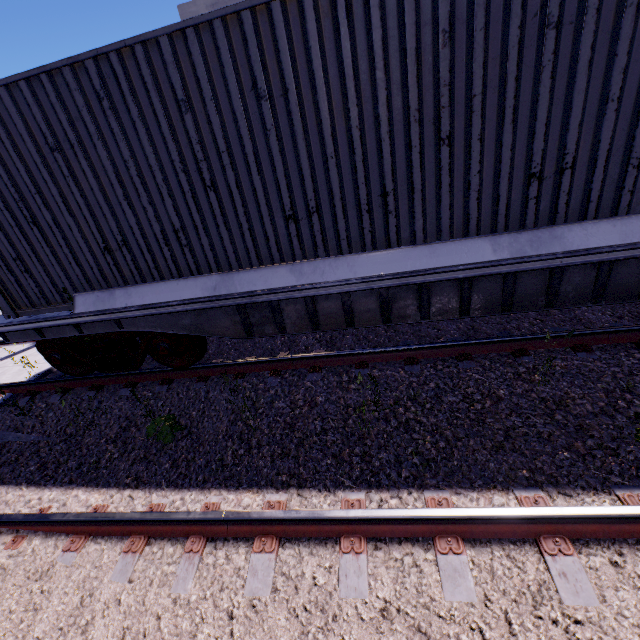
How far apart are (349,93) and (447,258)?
1.9 meters

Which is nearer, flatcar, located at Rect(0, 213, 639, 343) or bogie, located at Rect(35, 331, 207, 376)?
flatcar, located at Rect(0, 213, 639, 343)

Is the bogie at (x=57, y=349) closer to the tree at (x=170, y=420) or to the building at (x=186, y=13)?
the tree at (x=170, y=420)

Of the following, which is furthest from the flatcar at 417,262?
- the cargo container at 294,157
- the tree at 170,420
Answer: the tree at 170,420

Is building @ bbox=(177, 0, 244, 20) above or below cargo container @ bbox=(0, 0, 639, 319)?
above

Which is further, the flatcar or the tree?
the tree

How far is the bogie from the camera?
4.8m

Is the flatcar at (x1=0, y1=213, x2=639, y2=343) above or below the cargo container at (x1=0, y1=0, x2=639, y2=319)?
below
